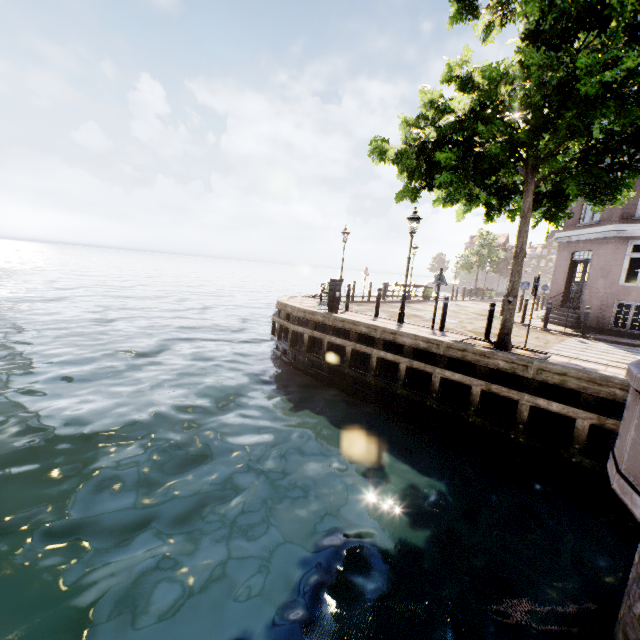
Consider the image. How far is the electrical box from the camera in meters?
11.6

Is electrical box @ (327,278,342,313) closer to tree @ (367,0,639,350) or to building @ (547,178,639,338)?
tree @ (367,0,639,350)

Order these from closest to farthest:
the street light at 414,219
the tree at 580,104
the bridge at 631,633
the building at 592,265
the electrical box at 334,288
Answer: the bridge at 631,633 < the tree at 580,104 < the street light at 414,219 < the electrical box at 334,288 < the building at 592,265

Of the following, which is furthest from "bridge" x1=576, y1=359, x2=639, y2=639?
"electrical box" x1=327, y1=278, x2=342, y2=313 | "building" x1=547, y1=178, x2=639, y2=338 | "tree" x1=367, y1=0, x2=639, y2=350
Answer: "building" x1=547, y1=178, x2=639, y2=338

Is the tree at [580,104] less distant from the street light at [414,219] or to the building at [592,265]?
the street light at [414,219]

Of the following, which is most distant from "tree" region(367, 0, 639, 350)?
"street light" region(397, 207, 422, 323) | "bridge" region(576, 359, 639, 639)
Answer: "bridge" region(576, 359, 639, 639)

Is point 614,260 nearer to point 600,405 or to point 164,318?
point 600,405

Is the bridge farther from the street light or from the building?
the building
